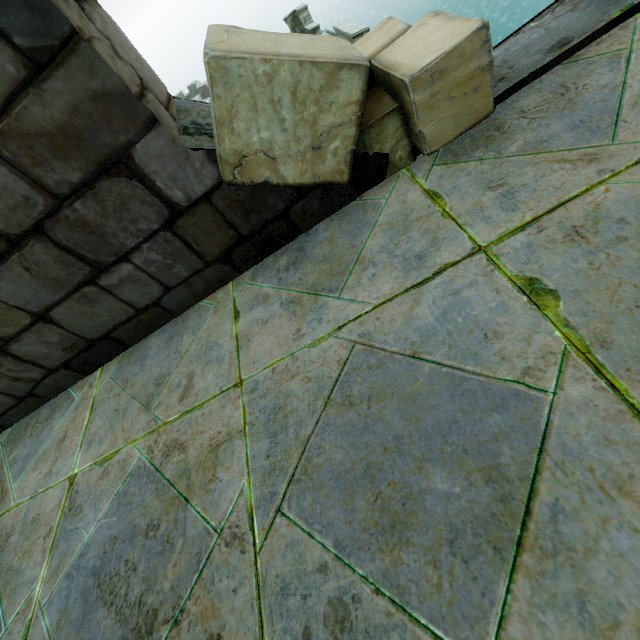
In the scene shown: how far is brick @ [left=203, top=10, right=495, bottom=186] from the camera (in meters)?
1.29

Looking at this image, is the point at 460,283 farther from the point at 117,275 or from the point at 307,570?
the point at 117,275

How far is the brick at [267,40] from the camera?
1.29m
